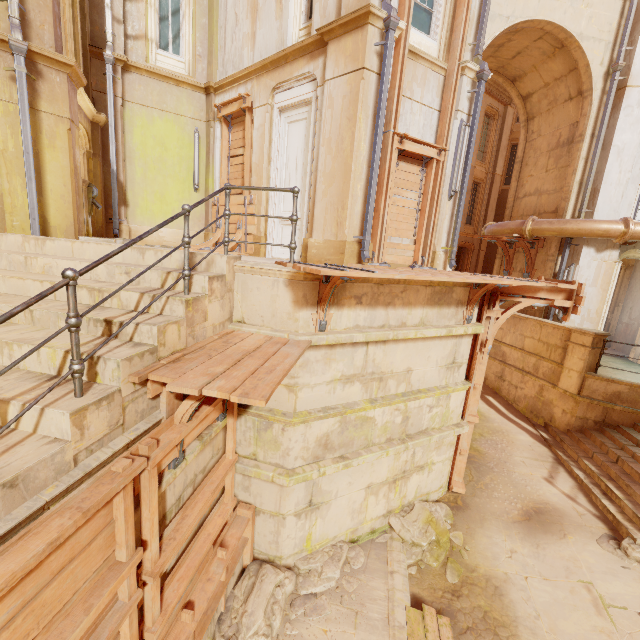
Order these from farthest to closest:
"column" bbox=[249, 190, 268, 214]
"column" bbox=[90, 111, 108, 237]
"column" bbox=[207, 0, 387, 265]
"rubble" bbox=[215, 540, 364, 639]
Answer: "column" bbox=[249, 190, 268, 214]
"column" bbox=[90, 111, 108, 237]
"column" bbox=[207, 0, 387, 265]
"rubble" bbox=[215, 540, 364, 639]

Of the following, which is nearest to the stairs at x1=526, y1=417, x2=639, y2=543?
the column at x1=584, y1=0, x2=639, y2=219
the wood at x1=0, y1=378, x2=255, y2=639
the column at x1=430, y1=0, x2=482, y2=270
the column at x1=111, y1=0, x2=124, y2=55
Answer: the column at x1=584, y1=0, x2=639, y2=219

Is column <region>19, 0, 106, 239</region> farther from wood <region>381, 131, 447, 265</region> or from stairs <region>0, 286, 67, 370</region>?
wood <region>381, 131, 447, 265</region>

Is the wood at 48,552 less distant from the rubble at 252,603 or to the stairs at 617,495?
the rubble at 252,603

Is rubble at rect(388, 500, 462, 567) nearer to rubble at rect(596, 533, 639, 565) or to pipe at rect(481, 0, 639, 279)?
rubble at rect(596, 533, 639, 565)

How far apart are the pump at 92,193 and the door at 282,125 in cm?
393

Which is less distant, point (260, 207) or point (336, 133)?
point (336, 133)

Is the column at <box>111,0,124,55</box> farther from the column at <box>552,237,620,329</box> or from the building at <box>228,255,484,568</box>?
the column at <box>552,237,620,329</box>
